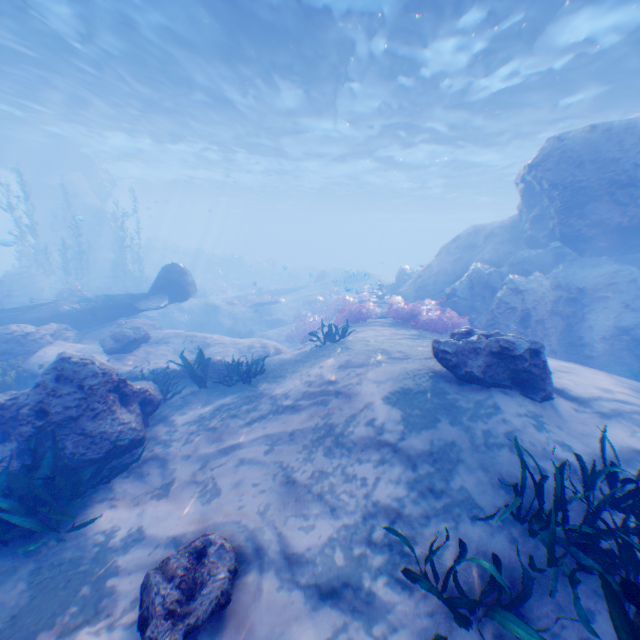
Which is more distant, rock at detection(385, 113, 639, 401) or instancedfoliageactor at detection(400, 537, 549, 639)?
rock at detection(385, 113, 639, 401)

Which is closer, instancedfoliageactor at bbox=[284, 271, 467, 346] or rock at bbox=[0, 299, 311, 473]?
rock at bbox=[0, 299, 311, 473]

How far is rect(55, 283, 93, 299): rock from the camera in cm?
1452

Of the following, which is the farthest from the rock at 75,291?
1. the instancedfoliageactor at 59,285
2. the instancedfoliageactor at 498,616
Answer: the instancedfoliageactor at 498,616

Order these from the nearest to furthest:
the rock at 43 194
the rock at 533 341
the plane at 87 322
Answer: the rock at 533 341
the plane at 87 322
the rock at 43 194

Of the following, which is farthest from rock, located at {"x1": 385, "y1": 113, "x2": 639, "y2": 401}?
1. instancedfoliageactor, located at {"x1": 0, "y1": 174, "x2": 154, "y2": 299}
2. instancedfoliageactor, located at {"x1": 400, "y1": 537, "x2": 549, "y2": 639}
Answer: instancedfoliageactor, located at {"x1": 400, "y1": 537, "x2": 549, "y2": 639}

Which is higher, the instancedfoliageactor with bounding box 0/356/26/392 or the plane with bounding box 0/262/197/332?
the plane with bounding box 0/262/197/332

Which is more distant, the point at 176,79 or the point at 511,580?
the point at 176,79
